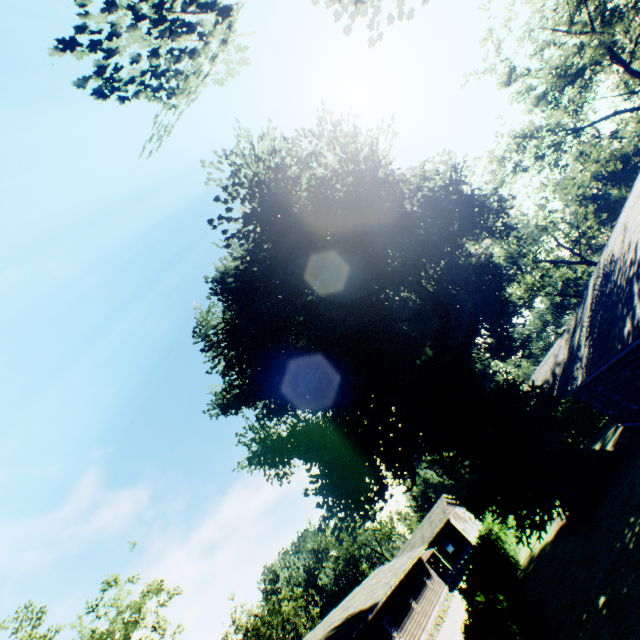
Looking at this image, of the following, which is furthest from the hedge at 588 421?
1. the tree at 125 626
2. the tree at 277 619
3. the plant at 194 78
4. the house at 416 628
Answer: the tree at 277 619

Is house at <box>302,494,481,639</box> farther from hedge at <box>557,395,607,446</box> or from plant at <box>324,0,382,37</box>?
hedge at <box>557,395,607,446</box>

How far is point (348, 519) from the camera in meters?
22.3 m

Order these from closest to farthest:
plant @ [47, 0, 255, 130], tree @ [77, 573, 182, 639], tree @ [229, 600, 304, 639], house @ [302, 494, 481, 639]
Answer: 1. plant @ [47, 0, 255, 130]
2. tree @ [77, 573, 182, 639]
3. house @ [302, 494, 481, 639]
4. tree @ [229, 600, 304, 639]

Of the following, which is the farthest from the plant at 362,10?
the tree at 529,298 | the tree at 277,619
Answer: the tree at 277,619

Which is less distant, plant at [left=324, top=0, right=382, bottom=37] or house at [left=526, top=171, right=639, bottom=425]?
house at [left=526, top=171, right=639, bottom=425]

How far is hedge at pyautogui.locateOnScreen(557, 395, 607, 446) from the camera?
26.5 meters

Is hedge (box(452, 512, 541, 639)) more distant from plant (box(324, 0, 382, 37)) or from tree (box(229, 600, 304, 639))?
tree (box(229, 600, 304, 639))
